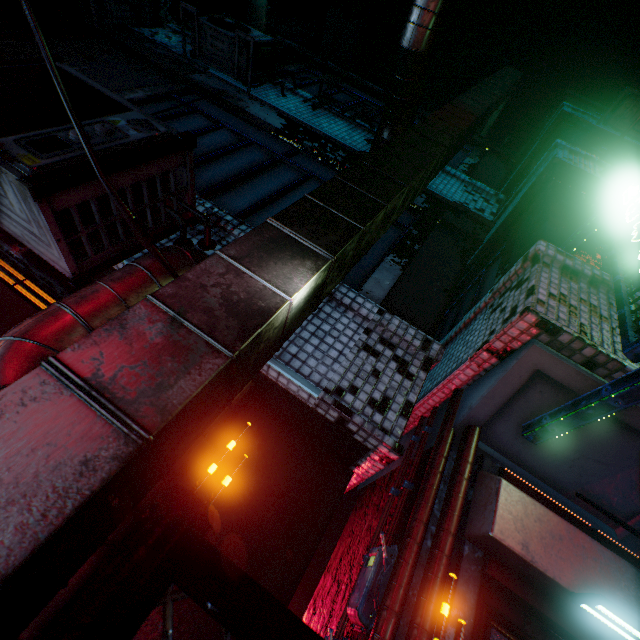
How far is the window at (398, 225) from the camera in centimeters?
258cm

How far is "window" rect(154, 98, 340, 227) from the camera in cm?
285

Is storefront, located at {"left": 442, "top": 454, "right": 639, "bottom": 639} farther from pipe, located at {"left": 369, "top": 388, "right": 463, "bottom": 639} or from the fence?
the fence

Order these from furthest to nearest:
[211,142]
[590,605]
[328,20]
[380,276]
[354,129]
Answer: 1. [328,20]
2. [354,129]
3. [211,142]
4. [380,276]
5. [590,605]

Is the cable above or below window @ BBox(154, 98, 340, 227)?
below

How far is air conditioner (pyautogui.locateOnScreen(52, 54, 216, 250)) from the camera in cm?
165

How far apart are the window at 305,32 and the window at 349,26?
1.55m

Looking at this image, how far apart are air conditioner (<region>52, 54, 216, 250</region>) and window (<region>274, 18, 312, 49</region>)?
6.58m
